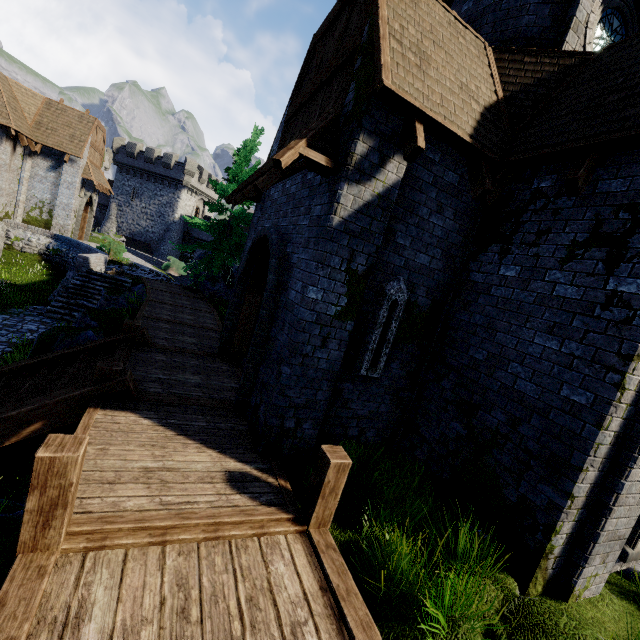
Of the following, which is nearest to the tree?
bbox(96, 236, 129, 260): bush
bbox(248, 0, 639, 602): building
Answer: bbox(248, 0, 639, 602): building

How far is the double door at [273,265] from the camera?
6.2m

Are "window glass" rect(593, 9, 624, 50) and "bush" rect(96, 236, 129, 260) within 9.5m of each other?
no

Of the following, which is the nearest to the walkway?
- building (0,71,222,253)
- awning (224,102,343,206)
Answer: awning (224,102,343,206)

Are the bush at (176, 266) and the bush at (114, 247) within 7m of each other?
yes

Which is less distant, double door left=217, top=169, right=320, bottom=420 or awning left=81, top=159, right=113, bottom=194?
double door left=217, top=169, right=320, bottom=420

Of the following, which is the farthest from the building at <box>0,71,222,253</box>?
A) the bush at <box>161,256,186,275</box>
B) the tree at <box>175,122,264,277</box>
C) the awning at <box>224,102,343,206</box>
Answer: the awning at <box>224,102,343,206</box>

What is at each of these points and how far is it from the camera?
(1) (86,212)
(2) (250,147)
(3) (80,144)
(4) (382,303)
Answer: (1) double door, 26.5 meters
(2) tree, 17.4 meters
(3) building, 22.0 meters
(4) window slit, 5.7 meters
